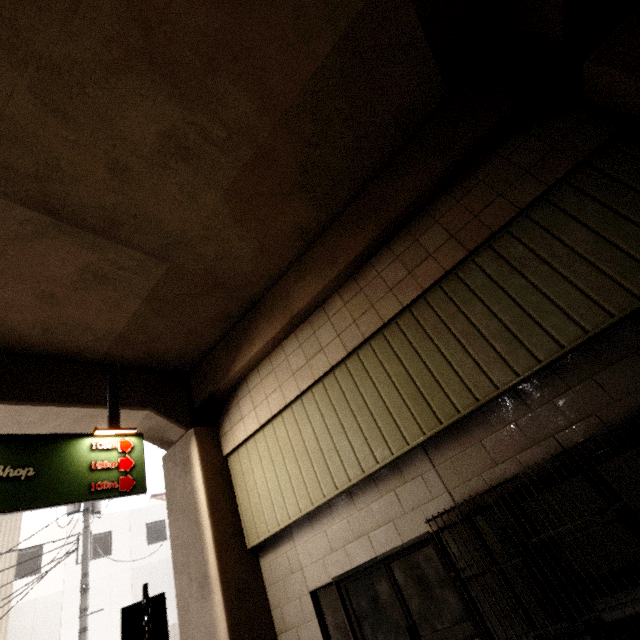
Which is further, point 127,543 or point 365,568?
point 127,543

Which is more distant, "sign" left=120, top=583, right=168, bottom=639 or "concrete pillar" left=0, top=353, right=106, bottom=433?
"concrete pillar" left=0, top=353, right=106, bottom=433

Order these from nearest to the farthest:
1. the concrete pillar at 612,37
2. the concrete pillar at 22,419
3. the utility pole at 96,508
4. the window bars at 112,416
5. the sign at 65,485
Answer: the concrete pillar at 612,37
the sign at 65,485
the concrete pillar at 22,419
the window bars at 112,416
the utility pole at 96,508

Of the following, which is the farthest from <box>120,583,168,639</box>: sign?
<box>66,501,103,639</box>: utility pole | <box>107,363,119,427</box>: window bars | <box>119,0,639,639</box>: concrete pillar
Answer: <box>66,501,103,639</box>: utility pole

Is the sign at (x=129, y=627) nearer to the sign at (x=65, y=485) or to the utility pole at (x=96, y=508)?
the sign at (x=65, y=485)

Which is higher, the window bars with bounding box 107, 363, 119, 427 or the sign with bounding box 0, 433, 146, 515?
the window bars with bounding box 107, 363, 119, 427

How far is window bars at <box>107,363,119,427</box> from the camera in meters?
5.9 m

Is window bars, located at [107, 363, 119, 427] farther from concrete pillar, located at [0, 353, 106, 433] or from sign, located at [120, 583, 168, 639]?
sign, located at [120, 583, 168, 639]
